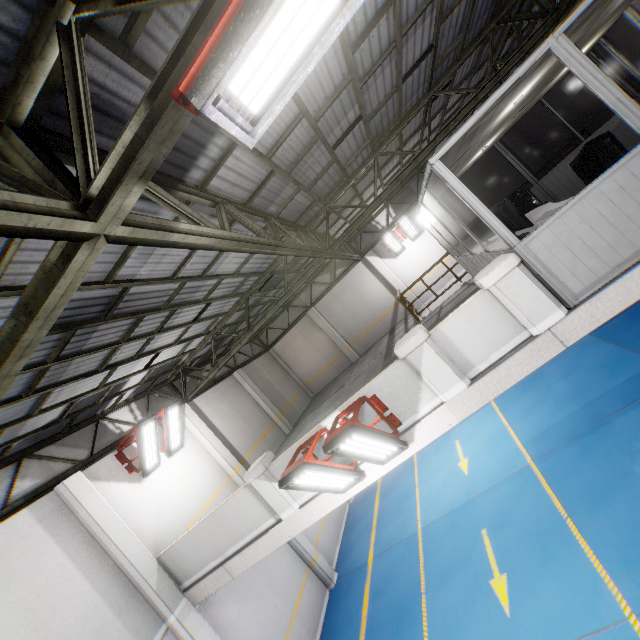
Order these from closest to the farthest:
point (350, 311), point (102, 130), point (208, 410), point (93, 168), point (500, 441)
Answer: point (93, 168), point (102, 130), point (500, 441), point (208, 410), point (350, 311)

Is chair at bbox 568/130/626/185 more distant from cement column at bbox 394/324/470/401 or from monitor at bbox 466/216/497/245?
cement column at bbox 394/324/470/401

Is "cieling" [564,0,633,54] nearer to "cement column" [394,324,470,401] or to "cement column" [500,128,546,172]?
"cement column" [394,324,470,401]

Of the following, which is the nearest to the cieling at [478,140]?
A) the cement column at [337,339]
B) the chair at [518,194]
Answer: the chair at [518,194]

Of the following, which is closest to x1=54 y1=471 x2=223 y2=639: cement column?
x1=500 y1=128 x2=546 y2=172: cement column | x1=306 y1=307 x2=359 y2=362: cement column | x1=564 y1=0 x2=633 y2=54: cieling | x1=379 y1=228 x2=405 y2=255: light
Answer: x1=306 y1=307 x2=359 y2=362: cement column

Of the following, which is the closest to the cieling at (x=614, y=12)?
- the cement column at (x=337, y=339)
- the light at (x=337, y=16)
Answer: the light at (x=337, y=16)

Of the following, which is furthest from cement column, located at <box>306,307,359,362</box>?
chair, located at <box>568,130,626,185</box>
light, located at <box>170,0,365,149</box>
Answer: light, located at <box>170,0,365,149</box>

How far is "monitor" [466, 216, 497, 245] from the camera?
7.9m
